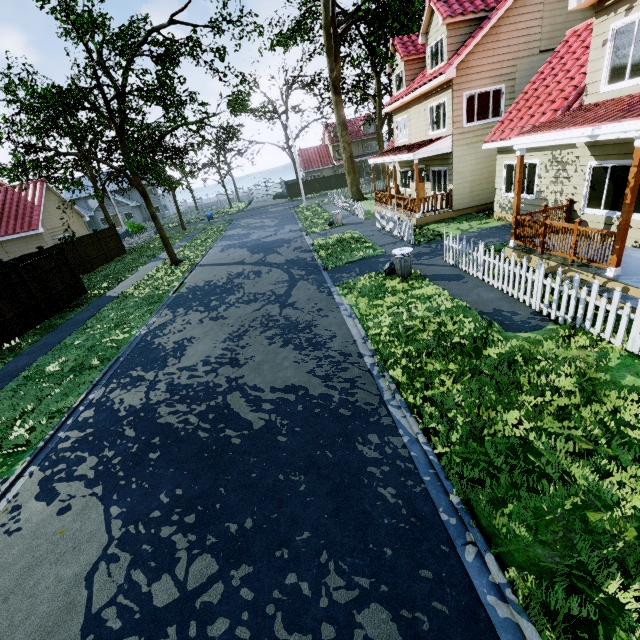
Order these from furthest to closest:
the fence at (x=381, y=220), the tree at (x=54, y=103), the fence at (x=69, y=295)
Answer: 1. the fence at (x=381, y=220)
2. the tree at (x=54, y=103)
3. the fence at (x=69, y=295)

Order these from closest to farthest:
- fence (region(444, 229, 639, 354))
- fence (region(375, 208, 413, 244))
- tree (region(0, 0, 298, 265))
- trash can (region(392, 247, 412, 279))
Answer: fence (region(444, 229, 639, 354))
trash can (region(392, 247, 412, 279))
tree (region(0, 0, 298, 265))
fence (region(375, 208, 413, 244))

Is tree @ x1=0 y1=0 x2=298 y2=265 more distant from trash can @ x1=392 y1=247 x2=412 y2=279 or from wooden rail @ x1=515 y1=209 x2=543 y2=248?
trash can @ x1=392 y1=247 x2=412 y2=279

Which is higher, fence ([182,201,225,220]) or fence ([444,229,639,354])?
fence ([182,201,225,220])

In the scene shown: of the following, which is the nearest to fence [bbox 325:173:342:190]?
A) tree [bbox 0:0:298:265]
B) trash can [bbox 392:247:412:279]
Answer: tree [bbox 0:0:298:265]

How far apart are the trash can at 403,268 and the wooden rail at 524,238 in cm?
311

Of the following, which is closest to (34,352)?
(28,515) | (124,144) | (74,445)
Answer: (74,445)

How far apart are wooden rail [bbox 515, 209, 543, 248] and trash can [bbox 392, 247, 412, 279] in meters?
3.1
